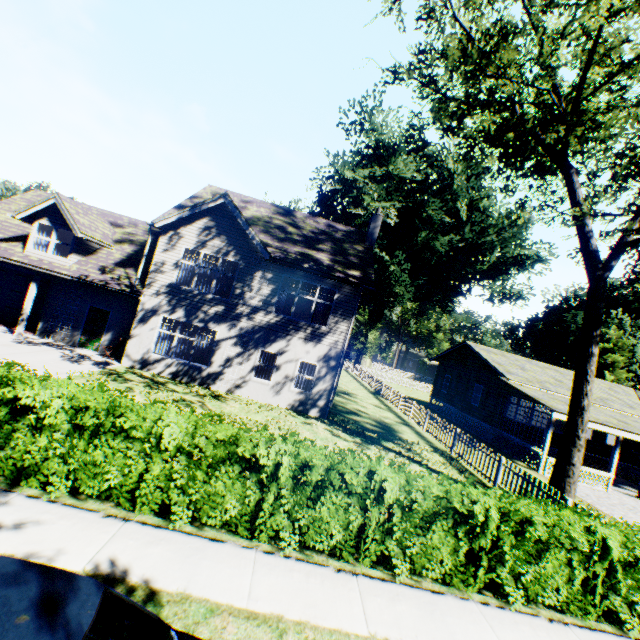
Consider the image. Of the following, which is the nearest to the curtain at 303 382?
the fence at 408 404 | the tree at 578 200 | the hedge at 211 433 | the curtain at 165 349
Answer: the curtain at 165 349

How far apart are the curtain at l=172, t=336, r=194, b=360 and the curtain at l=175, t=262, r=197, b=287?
2.2m

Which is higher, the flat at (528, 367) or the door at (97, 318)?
the flat at (528, 367)

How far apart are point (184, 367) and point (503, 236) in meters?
45.3

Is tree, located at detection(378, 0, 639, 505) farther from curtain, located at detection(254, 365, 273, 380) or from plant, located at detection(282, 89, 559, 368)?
curtain, located at detection(254, 365, 273, 380)

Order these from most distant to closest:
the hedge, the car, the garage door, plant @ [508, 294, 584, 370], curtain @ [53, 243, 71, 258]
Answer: plant @ [508, 294, 584, 370] → the garage door → curtain @ [53, 243, 71, 258] → the hedge → the car

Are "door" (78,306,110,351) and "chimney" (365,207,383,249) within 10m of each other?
no

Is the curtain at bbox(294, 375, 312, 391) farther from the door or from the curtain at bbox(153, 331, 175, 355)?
the door
